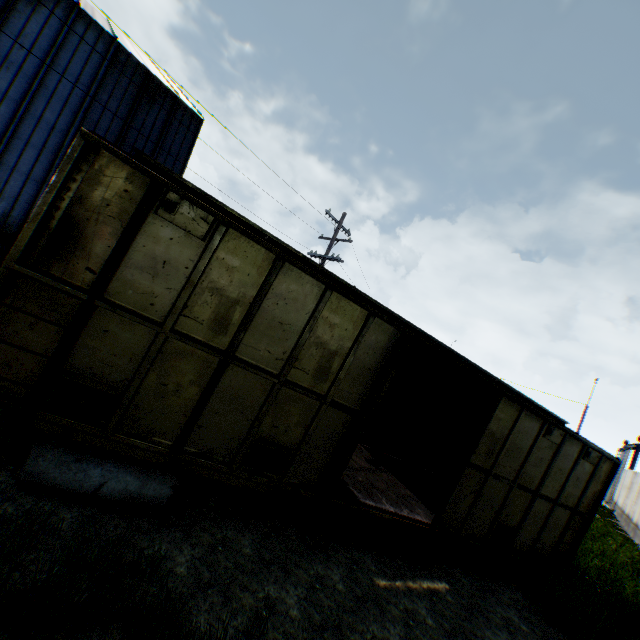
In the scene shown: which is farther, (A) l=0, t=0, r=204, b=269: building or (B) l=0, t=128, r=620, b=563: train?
(A) l=0, t=0, r=204, b=269: building

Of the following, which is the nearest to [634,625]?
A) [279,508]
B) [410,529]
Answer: [410,529]

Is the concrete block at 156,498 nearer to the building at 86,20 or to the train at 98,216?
the train at 98,216

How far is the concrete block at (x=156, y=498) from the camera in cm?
393

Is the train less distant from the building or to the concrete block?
the concrete block

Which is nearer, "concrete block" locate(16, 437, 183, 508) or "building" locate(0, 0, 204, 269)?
"concrete block" locate(16, 437, 183, 508)

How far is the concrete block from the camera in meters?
3.9
